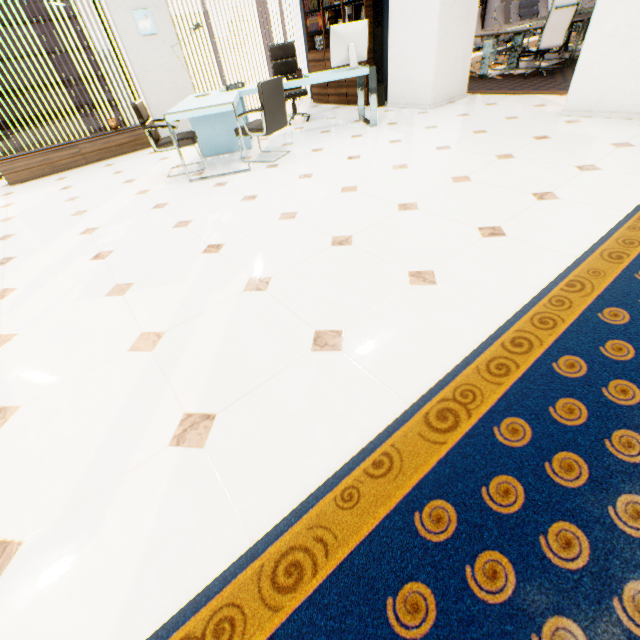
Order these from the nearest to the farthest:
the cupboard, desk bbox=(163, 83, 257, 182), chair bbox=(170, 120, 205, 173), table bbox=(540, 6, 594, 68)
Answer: desk bbox=(163, 83, 257, 182), chair bbox=(170, 120, 205, 173), the cupboard, table bbox=(540, 6, 594, 68)

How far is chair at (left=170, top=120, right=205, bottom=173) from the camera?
4.2 meters

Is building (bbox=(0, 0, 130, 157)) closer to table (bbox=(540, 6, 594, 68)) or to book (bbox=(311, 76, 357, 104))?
book (bbox=(311, 76, 357, 104))

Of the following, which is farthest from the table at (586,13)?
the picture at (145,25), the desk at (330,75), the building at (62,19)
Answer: the building at (62,19)

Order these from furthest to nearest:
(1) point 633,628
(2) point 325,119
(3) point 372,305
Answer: (2) point 325,119
(3) point 372,305
(1) point 633,628

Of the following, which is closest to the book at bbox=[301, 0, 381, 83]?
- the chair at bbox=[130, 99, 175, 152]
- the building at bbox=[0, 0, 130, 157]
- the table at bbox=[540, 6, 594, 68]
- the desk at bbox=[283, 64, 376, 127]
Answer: the desk at bbox=[283, 64, 376, 127]

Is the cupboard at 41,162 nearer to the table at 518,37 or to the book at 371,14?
the book at 371,14

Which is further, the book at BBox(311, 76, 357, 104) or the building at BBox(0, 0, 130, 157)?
the building at BBox(0, 0, 130, 157)
